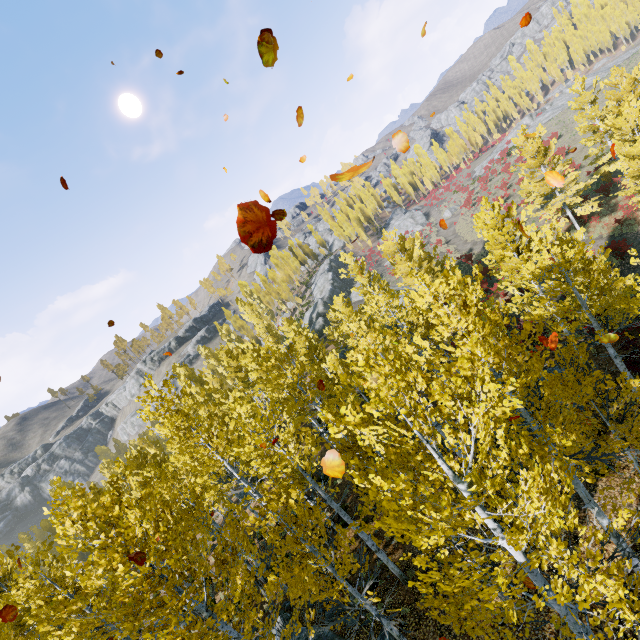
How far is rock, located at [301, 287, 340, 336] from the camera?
51.1 meters

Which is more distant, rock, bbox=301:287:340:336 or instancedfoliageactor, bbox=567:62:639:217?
rock, bbox=301:287:340:336

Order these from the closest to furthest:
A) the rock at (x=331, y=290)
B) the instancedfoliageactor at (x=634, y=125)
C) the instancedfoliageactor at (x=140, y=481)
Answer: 1. the instancedfoliageactor at (x=140, y=481)
2. the instancedfoliageactor at (x=634, y=125)
3. the rock at (x=331, y=290)

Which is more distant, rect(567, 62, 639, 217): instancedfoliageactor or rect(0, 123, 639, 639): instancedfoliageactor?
rect(567, 62, 639, 217): instancedfoliageactor

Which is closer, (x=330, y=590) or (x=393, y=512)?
(x=393, y=512)

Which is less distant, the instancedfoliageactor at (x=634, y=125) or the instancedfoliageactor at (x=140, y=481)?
the instancedfoliageactor at (x=140, y=481)

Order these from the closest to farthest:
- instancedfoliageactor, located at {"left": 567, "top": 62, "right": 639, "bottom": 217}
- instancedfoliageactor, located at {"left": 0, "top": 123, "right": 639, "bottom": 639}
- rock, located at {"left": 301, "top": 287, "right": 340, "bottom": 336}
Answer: instancedfoliageactor, located at {"left": 0, "top": 123, "right": 639, "bottom": 639}
instancedfoliageactor, located at {"left": 567, "top": 62, "right": 639, "bottom": 217}
rock, located at {"left": 301, "top": 287, "right": 340, "bottom": 336}
